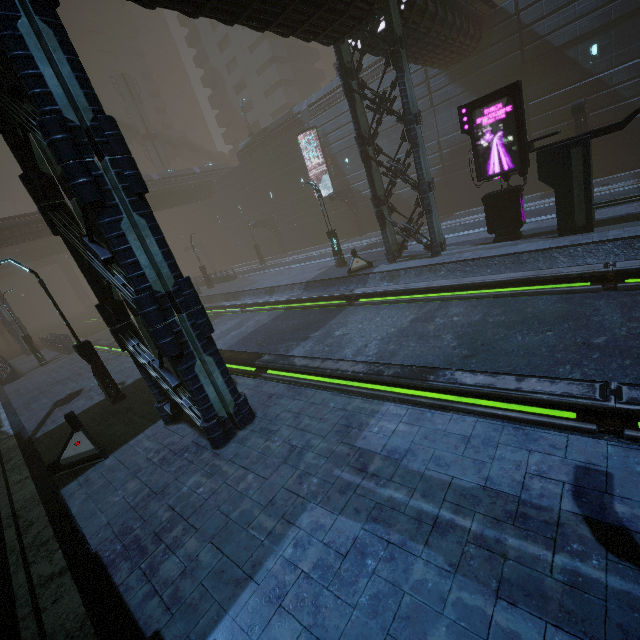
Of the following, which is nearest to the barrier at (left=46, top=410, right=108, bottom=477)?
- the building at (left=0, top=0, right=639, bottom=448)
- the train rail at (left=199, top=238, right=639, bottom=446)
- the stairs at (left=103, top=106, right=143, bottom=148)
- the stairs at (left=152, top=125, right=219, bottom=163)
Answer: the building at (left=0, top=0, right=639, bottom=448)

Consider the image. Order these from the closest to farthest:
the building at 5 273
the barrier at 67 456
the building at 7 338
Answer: the barrier at 67 456, the building at 7 338, the building at 5 273

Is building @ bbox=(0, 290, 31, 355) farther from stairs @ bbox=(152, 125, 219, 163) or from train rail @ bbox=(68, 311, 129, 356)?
stairs @ bbox=(152, 125, 219, 163)

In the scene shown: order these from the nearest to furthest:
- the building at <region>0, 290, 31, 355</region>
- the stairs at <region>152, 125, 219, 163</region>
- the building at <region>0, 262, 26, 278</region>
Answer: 1. the building at <region>0, 290, 31, 355</region>
2. the building at <region>0, 262, 26, 278</region>
3. the stairs at <region>152, 125, 219, 163</region>

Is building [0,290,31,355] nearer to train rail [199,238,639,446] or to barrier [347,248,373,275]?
train rail [199,238,639,446]

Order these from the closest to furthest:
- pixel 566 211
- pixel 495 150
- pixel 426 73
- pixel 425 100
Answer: pixel 566 211
pixel 495 150
pixel 426 73
pixel 425 100

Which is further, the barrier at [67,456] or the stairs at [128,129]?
the stairs at [128,129]

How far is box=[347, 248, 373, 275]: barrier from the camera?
18.6 meters
